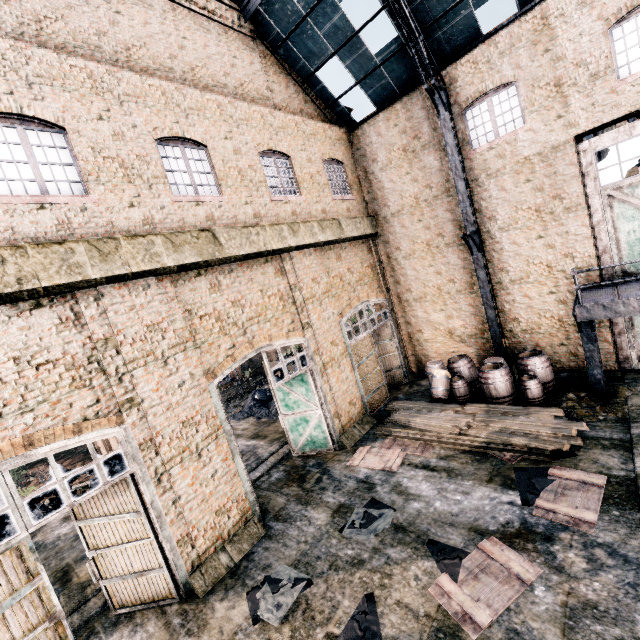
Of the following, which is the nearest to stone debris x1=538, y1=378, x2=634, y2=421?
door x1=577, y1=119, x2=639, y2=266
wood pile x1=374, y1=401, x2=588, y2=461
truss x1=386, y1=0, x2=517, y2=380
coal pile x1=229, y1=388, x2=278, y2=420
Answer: wood pile x1=374, y1=401, x2=588, y2=461

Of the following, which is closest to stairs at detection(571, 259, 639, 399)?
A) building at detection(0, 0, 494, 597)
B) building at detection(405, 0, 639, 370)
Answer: building at detection(0, 0, 494, 597)

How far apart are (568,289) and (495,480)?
8.29m

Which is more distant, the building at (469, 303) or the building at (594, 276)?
the building at (594, 276)

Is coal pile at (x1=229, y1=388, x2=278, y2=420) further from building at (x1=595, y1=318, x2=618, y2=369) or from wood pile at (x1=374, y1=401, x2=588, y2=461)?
building at (x1=595, y1=318, x2=618, y2=369)

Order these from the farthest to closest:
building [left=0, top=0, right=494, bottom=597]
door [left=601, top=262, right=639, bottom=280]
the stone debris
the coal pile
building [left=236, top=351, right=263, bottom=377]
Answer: building [left=236, top=351, right=263, bottom=377] → the coal pile → door [left=601, top=262, right=639, bottom=280] → the stone debris → building [left=0, top=0, right=494, bottom=597]

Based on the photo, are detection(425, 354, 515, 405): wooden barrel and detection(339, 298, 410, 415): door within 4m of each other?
yes

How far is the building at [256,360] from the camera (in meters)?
41.12
